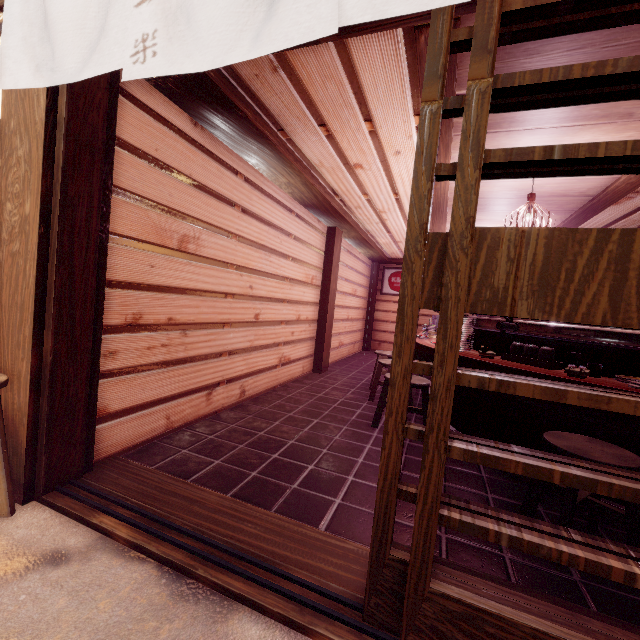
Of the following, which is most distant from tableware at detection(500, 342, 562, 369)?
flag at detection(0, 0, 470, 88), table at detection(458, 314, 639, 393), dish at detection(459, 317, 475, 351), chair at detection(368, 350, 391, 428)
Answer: flag at detection(0, 0, 470, 88)

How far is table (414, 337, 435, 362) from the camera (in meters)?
6.41

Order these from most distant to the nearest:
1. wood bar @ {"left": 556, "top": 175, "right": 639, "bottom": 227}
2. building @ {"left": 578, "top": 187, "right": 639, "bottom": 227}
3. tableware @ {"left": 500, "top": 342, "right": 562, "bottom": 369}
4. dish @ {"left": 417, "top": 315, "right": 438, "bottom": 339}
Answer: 1. dish @ {"left": 417, "top": 315, "right": 438, "bottom": 339}
2. building @ {"left": 578, "top": 187, "right": 639, "bottom": 227}
3. wood bar @ {"left": 556, "top": 175, "right": 639, "bottom": 227}
4. tableware @ {"left": 500, "top": 342, "right": 562, "bottom": 369}

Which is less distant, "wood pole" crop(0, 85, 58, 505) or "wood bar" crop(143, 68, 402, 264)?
"wood pole" crop(0, 85, 58, 505)

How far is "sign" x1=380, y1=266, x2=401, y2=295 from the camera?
18.53m

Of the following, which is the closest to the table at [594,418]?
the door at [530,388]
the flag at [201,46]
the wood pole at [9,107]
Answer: the door at [530,388]

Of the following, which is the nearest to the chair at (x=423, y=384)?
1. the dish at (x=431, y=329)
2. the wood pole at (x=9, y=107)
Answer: the dish at (x=431, y=329)

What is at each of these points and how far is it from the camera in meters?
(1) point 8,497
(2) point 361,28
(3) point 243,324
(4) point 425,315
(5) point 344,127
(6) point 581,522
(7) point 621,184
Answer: (1) chair, 3.2
(2) wood bar, 3.2
(3) building, 7.1
(4) building, 18.1
(5) building, 5.3
(6) building, 4.1
(7) wood bar, 5.9
